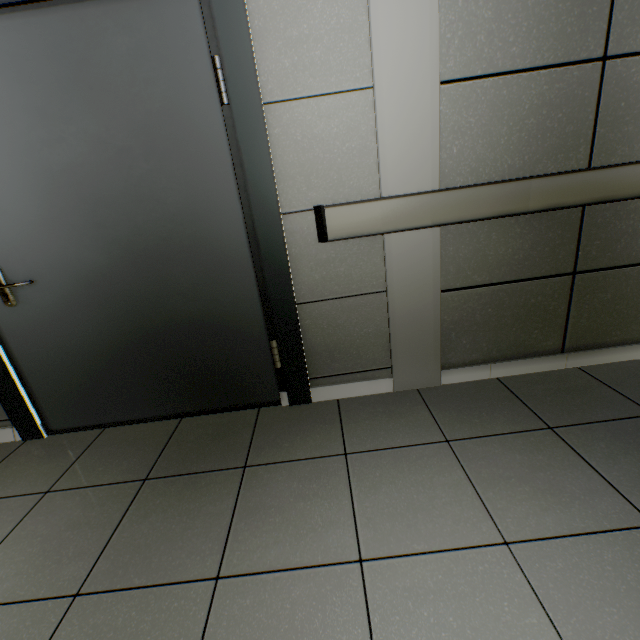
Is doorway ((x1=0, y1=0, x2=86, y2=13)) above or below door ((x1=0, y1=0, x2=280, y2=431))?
above

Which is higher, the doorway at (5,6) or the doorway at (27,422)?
the doorway at (5,6)

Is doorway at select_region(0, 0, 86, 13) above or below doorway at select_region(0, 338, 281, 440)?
above

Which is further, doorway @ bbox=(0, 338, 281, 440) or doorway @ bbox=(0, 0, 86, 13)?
doorway @ bbox=(0, 338, 281, 440)

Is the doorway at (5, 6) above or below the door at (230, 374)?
above

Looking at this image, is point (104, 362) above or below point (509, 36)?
below
